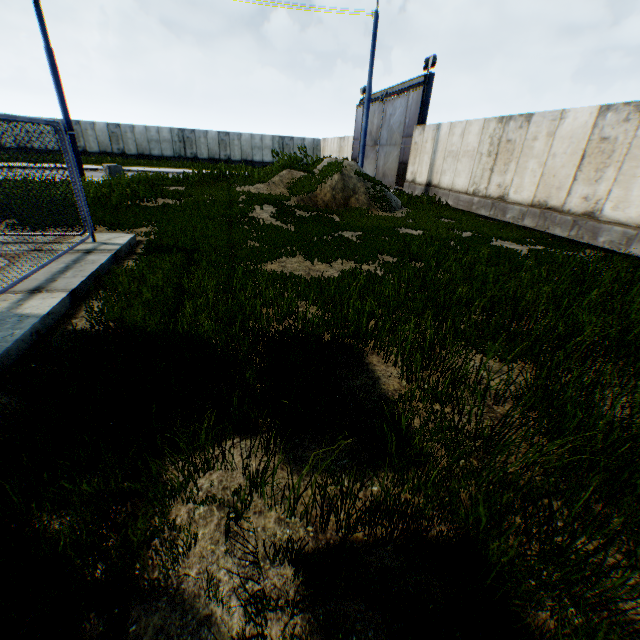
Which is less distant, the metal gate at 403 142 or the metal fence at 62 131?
the metal fence at 62 131

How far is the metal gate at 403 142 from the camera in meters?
18.1

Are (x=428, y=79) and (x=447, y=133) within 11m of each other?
yes

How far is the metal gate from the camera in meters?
18.1 m

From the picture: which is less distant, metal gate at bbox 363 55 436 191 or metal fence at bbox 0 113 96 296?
metal fence at bbox 0 113 96 296
